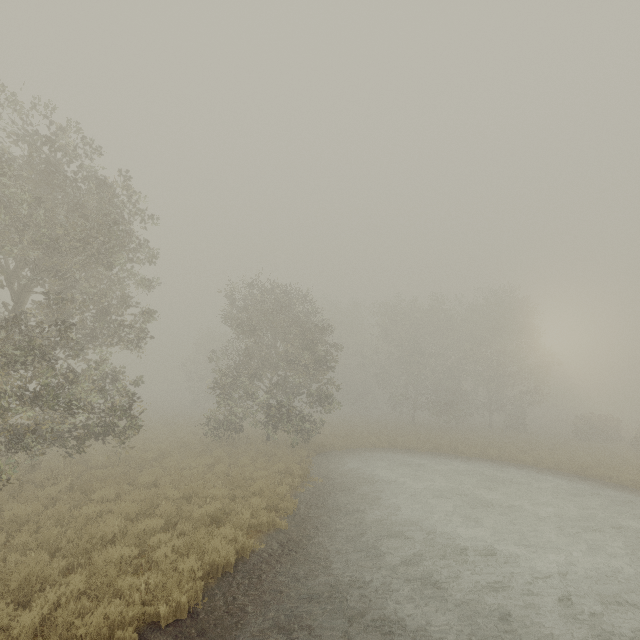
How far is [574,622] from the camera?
6.5 meters
